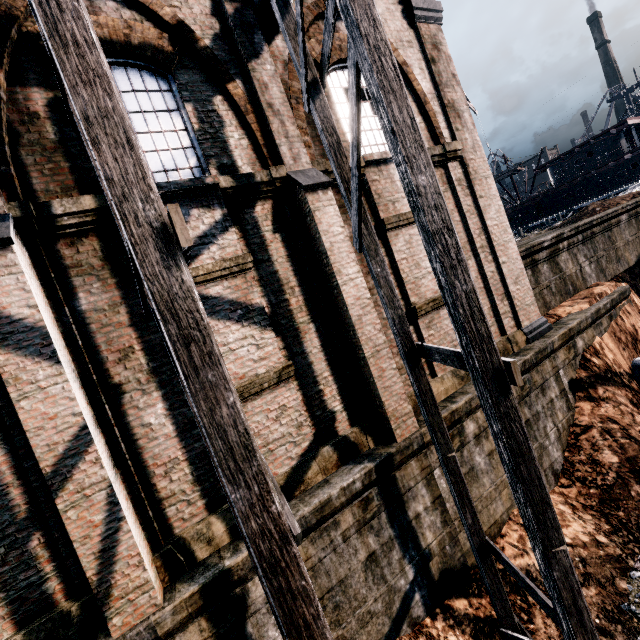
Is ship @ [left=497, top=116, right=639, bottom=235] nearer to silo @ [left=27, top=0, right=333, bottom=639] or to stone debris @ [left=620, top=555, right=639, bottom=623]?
stone debris @ [left=620, top=555, right=639, bottom=623]

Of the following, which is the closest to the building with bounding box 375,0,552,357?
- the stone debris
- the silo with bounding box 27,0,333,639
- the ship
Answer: the silo with bounding box 27,0,333,639

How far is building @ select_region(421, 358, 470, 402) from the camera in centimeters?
880cm

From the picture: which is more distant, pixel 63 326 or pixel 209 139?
pixel 209 139

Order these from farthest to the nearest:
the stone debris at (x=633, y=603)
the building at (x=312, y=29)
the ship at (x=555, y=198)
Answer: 1. the ship at (x=555, y=198)
2. the building at (x=312, y=29)
3. the stone debris at (x=633, y=603)

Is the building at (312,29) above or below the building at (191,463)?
above

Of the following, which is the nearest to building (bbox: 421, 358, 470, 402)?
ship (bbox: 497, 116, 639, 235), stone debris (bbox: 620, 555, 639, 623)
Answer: stone debris (bbox: 620, 555, 639, 623)
